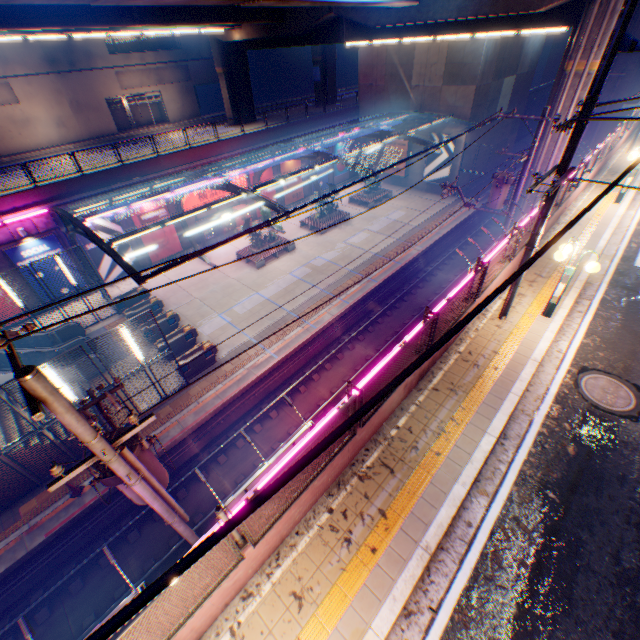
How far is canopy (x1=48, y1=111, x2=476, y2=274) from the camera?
14.2 meters

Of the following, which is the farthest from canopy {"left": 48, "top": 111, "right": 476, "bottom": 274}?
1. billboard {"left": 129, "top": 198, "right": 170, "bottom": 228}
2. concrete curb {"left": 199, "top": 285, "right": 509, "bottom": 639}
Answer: concrete curb {"left": 199, "top": 285, "right": 509, "bottom": 639}

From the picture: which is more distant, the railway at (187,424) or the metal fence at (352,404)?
the railway at (187,424)

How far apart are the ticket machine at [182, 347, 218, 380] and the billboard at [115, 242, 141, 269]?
11.9m

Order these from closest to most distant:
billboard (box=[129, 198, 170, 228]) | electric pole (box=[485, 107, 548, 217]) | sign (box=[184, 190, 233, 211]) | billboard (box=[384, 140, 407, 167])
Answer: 1. electric pole (box=[485, 107, 548, 217])
2. billboard (box=[129, 198, 170, 228])
3. sign (box=[184, 190, 233, 211])
4. billboard (box=[384, 140, 407, 167])

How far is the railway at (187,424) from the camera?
13.8m

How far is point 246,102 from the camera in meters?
34.3 m

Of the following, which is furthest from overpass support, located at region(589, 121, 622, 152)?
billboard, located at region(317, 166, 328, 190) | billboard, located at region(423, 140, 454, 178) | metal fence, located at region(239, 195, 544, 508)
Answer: billboard, located at region(423, 140, 454, 178)
